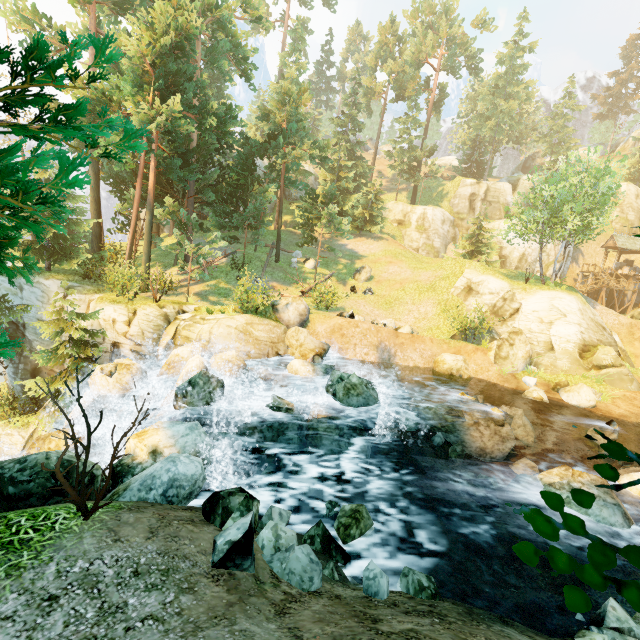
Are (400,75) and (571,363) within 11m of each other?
no

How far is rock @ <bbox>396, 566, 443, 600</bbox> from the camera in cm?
540

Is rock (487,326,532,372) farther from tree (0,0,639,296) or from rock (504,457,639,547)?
rock (504,457,639,547)

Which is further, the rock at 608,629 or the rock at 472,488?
the rock at 472,488

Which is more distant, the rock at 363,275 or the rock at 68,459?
the rock at 363,275

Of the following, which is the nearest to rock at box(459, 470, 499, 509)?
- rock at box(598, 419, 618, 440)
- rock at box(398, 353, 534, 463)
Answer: rock at box(398, 353, 534, 463)

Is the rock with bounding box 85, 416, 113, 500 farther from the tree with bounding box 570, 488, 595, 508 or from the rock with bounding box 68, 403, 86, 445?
the tree with bounding box 570, 488, 595, 508

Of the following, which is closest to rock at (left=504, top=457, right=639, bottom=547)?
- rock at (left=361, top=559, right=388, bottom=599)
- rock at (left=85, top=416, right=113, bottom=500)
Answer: rock at (left=361, top=559, right=388, bottom=599)
